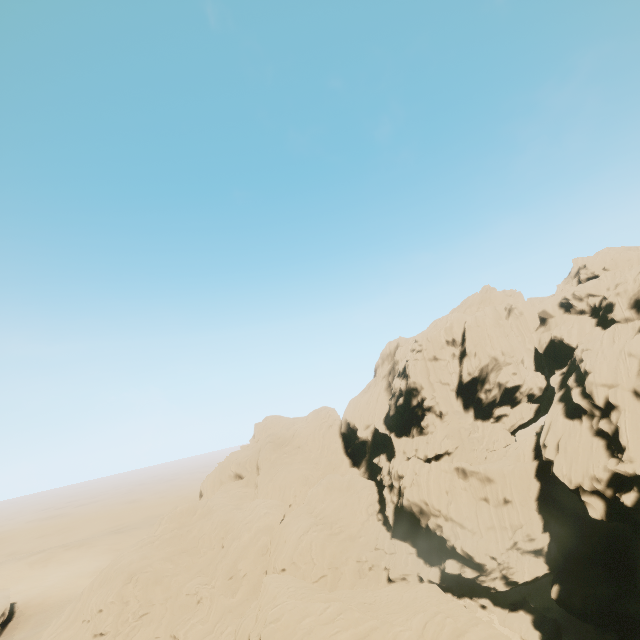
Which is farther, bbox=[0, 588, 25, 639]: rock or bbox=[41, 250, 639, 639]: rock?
bbox=[0, 588, 25, 639]: rock

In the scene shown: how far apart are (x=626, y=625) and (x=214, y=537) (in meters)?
55.06

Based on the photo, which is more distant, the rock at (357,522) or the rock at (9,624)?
the rock at (9,624)
